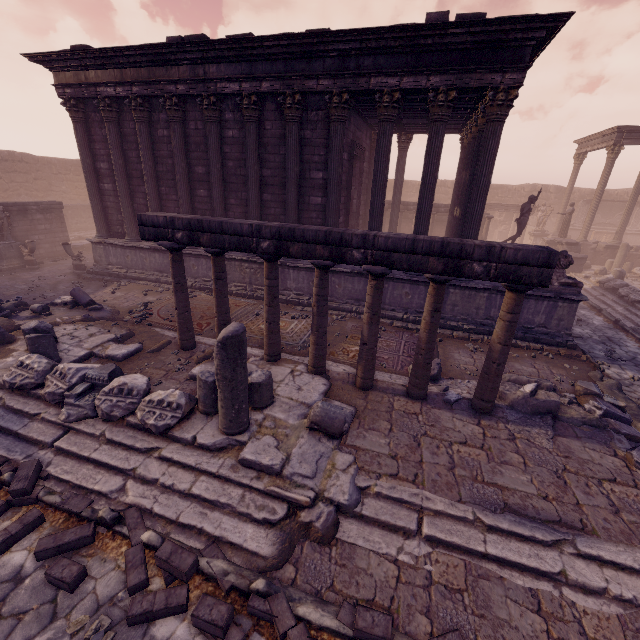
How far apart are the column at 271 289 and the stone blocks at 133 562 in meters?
3.5 m

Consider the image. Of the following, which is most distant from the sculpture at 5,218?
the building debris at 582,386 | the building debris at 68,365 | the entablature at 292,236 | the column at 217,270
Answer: the building debris at 582,386

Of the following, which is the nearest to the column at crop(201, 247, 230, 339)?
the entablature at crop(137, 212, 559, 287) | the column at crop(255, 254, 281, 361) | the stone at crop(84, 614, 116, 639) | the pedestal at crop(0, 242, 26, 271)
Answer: the entablature at crop(137, 212, 559, 287)

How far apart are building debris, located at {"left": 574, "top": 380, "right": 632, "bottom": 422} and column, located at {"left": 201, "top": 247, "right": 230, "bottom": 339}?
7.6 meters

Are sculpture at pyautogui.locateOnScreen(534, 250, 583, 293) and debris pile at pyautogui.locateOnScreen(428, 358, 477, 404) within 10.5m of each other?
yes

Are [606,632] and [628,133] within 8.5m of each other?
no

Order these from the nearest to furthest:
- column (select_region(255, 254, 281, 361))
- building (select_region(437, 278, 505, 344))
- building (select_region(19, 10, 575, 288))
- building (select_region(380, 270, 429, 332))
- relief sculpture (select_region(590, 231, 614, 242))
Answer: column (select_region(255, 254, 281, 361)), building (select_region(19, 10, 575, 288)), building (select_region(437, 278, 505, 344)), building (select_region(380, 270, 429, 332)), relief sculpture (select_region(590, 231, 614, 242))

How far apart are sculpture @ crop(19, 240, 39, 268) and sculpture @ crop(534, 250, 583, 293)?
18.8 meters
